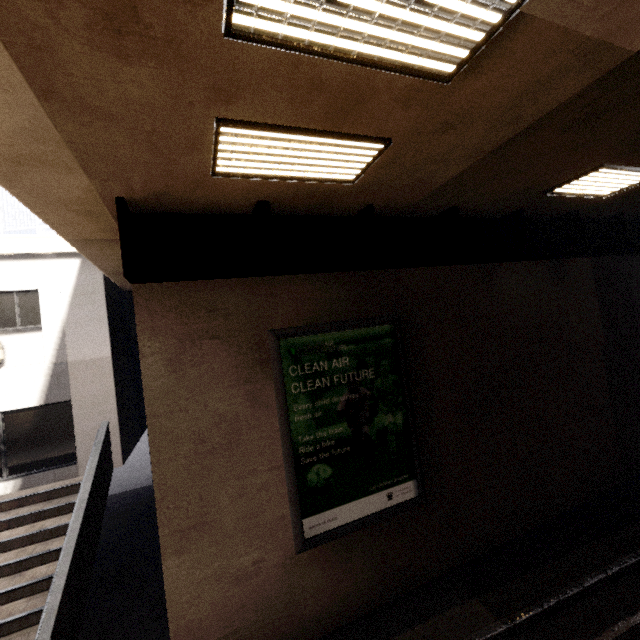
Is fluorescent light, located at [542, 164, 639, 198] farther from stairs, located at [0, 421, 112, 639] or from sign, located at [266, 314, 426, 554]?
stairs, located at [0, 421, 112, 639]

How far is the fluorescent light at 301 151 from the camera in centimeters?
329cm

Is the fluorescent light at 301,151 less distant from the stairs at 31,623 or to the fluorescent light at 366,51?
the fluorescent light at 366,51

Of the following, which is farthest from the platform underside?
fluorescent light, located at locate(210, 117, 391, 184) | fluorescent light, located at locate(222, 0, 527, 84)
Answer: fluorescent light, located at locate(222, 0, 527, 84)

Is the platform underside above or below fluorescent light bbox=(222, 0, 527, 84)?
below

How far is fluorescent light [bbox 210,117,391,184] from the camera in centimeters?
329cm

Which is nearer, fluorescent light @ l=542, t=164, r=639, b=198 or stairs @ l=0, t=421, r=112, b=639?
stairs @ l=0, t=421, r=112, b=639

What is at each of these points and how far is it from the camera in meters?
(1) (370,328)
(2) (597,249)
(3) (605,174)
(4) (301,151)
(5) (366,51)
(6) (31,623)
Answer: (1) sign, 6.0
(2) platform underside, 8.0
(3) fluorescent light, 5.7
(4) fluorescent light, 3.7
(5) fluorescent light, 2.5
(6) stairs, 5.2
